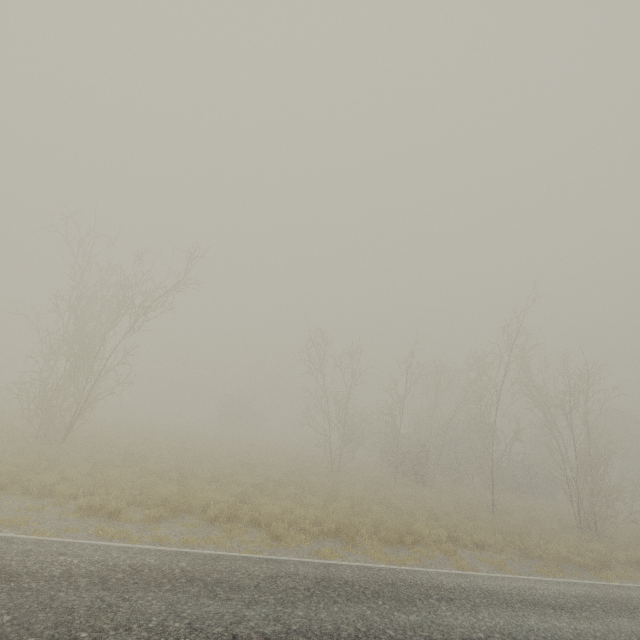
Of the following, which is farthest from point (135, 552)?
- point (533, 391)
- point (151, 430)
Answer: point (533, 391)

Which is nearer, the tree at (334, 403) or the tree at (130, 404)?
the tree at (130, 404)

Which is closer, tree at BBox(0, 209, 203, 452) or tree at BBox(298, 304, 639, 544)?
tree at BBox(0, 209, 203, 452)
